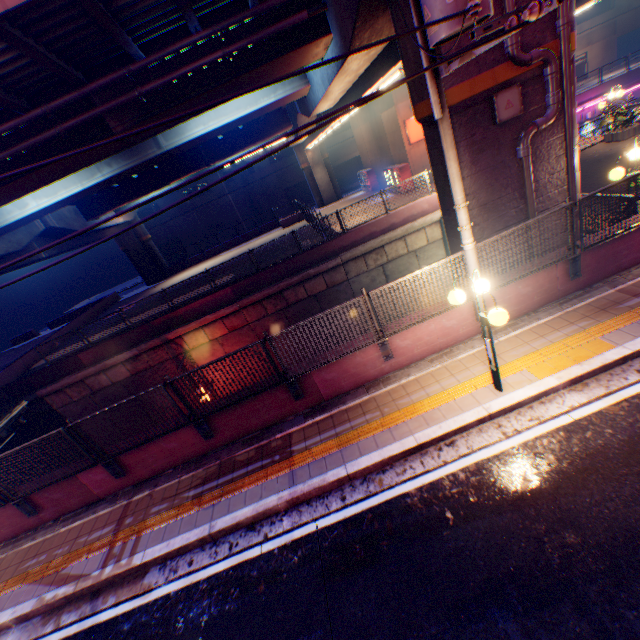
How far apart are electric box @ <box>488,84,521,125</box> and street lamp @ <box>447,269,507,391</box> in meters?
4.1

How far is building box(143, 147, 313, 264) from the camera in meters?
44.7

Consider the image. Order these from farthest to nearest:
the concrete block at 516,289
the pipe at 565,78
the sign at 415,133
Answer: the sign at 415,133, the concrete block at 516,289, the pipe at 565,78

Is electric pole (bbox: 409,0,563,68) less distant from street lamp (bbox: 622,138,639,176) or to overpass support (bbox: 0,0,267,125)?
overpass support (bbox: 0,0,267,125)

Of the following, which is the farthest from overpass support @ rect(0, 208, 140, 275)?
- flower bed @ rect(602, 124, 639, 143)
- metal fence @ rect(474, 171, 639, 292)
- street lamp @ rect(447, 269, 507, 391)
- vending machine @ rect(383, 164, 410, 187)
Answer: flower bed @ rect(602, 124, 639, 143)

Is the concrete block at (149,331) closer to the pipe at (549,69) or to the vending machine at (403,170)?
the vending machine at (403,170)

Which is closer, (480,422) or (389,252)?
(480,422)

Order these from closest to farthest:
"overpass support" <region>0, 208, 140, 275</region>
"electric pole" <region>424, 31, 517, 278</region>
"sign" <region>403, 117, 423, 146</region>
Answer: "electric pole" <region>424, 31, 517, 278</region>, "overpass support" <region>0, 208, 140, 275</region>, "sign" <region>403, 117, 423, 146</region>
